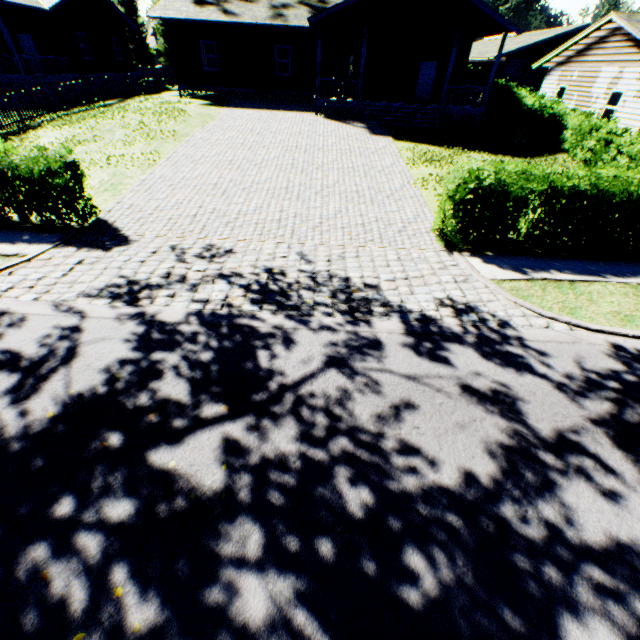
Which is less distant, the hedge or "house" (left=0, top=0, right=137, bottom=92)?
the hedge

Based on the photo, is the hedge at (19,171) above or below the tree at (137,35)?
below

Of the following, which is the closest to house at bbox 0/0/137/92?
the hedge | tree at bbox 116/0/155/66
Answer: tree at bbox 116/0/155/66

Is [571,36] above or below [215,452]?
above

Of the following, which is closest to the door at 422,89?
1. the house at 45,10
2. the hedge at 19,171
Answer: the house at 45,10

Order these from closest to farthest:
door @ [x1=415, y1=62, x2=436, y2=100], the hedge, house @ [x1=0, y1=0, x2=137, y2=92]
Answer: the hedge < house @ [x1=0, y1=0, x2=137, y2=92] < door @ [x1=415, y1=62, x2=436, y2=100]

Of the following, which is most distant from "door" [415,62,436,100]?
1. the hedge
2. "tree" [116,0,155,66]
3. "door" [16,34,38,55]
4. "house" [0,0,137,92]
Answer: "tree" [116,0,155,66]

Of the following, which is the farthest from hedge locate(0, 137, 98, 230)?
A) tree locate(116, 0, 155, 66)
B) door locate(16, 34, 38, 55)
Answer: door locate(16, 34, 38, 55)
